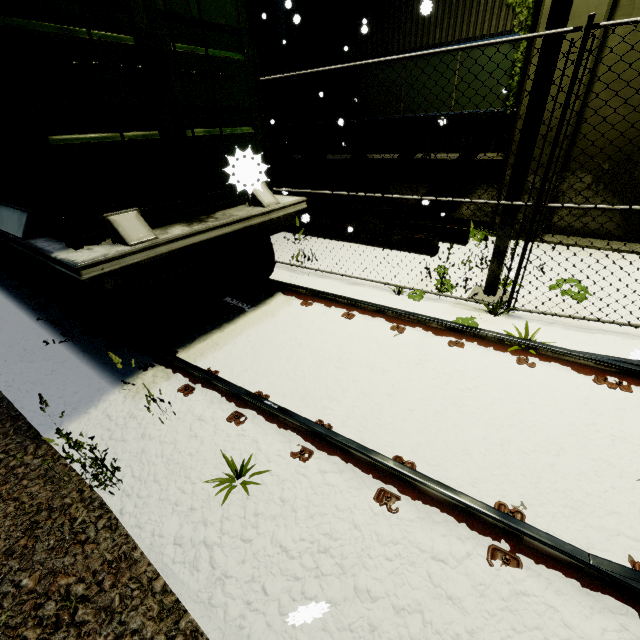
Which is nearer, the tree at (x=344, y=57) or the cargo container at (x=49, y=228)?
the cargo container at (x=49, y=228)

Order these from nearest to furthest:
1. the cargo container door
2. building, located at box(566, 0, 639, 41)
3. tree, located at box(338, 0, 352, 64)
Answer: the cargo container door
building, located at box(566, 0, 639, 41)
tree, located at box(338, 0, 352, 64)

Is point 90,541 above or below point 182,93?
below

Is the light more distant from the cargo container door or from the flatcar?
the flatcar

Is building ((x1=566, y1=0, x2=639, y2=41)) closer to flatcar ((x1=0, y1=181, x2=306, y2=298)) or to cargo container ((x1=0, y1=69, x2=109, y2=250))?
cargo container ((x1=0, y1=69, x2=109, y2=250))

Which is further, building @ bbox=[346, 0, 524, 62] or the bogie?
building @ bbox=[346, 0, 524, 62]

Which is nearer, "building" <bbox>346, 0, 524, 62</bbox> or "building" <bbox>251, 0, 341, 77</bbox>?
"building" <bbox>346, 0, 524, 62</bbox>

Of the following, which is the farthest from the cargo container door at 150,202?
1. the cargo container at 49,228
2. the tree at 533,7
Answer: the tree at 533,7
